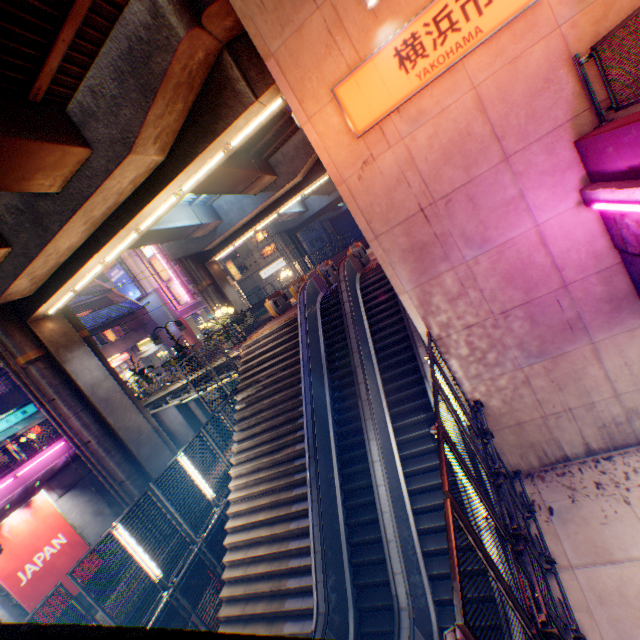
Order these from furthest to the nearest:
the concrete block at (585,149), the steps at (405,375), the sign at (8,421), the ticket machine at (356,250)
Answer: the sign at (8,421) < the ticket machine at (356,250) < the steps at (405,375) < the concrete block at (585,149)

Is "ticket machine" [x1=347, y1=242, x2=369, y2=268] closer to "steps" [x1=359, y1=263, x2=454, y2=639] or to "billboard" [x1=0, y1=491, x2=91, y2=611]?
"steps" [x1=359, y1=263, x2=454, y2=639]

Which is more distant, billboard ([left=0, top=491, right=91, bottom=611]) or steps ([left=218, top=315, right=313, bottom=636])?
billboard ([left=0, top=491, right=91, bottom=611])

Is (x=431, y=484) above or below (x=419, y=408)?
below

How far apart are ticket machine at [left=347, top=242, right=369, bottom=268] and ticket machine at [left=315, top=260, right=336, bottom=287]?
1.4 meters

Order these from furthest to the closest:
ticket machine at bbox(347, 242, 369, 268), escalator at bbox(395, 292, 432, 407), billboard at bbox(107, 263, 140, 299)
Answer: billboard at bbox(107, 263, 140, 299) < ticket machine at bbox(347, 242, 369, 268) < escalator at bbox(395, 292, 432, 407)

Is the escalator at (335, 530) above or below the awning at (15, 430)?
below

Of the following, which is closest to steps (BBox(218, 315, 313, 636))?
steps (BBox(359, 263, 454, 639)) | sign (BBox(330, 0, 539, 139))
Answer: steps (BBox(359, 263, 454, 639))
